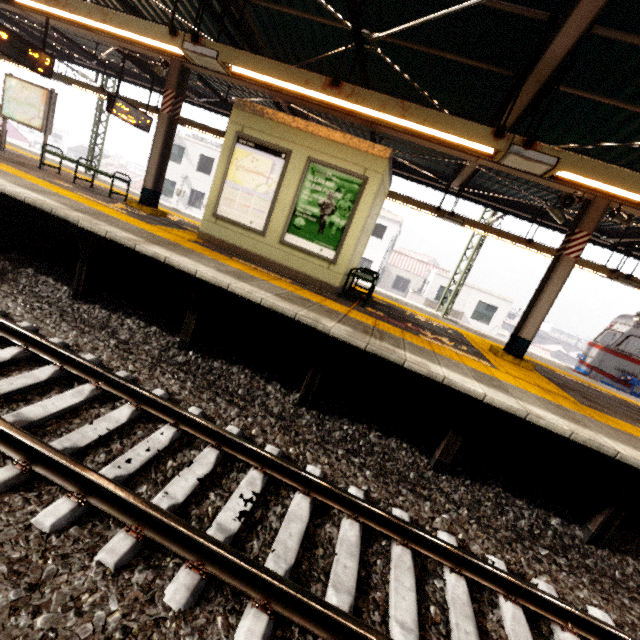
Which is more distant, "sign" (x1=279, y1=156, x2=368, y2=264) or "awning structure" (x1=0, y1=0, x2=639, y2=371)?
"sign" (x1=279, y1=156, x2=368, y2=264)

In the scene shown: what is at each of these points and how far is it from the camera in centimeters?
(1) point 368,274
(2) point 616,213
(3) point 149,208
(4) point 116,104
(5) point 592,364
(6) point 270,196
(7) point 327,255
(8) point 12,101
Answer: (1) bench, 654cm
(2) loudspeaker, 623cm
(3) awning structure, 826cm
(4) sign, 935cm
(5) train, 1201cm
(6) sign, 668cm
(7) sign, 662cm
(8) sign, 874cm

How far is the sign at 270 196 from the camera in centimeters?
655cm

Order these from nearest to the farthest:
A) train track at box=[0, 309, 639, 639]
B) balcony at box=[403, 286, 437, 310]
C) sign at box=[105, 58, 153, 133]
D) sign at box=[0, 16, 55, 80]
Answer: train track at box=[0, 309, 639, 639] → sign at box=[0, 16, 55, 80] → sign at box=[105, 58, 153, 133] → balcony at box=[403, 286, 437, 310]

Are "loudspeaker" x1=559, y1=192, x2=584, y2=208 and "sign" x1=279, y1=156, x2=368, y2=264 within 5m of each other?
yes

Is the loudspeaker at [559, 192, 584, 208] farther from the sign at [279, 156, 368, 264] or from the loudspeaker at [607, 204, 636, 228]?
the sign at [279, 156, 368, 264]

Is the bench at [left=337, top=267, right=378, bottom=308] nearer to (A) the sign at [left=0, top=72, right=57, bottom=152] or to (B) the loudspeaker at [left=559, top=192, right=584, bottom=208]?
(B) the loudspeaker at [left=559, top=192, right=584, bottom=208]

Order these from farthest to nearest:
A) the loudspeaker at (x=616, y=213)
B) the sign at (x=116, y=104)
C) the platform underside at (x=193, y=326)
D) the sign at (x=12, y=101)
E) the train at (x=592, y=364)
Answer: the train at (x=592, y=364) → the sign at (x=116, y=104) → the sign at (x=12, y=101) → the loudspeaker at (x=616, y=213) → the platform underside at (x=193, y=326)
